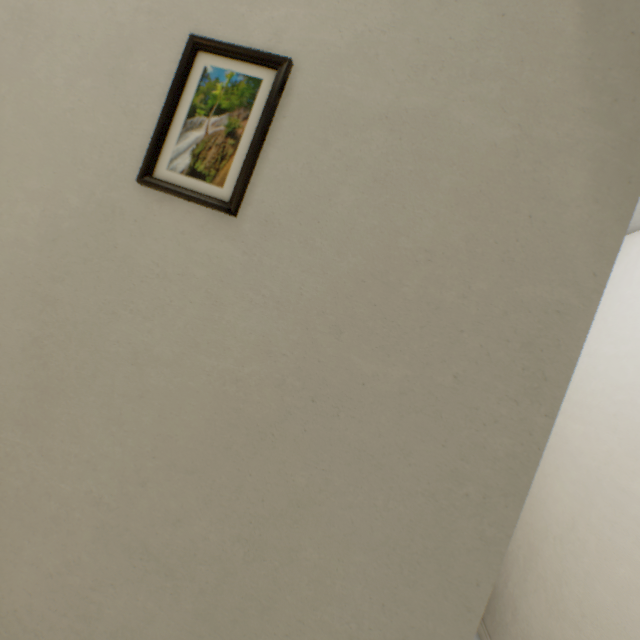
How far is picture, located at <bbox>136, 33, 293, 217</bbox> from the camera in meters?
0.6 m

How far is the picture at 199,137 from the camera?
0.6m

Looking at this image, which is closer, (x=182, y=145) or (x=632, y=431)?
(x=182, y=145)
